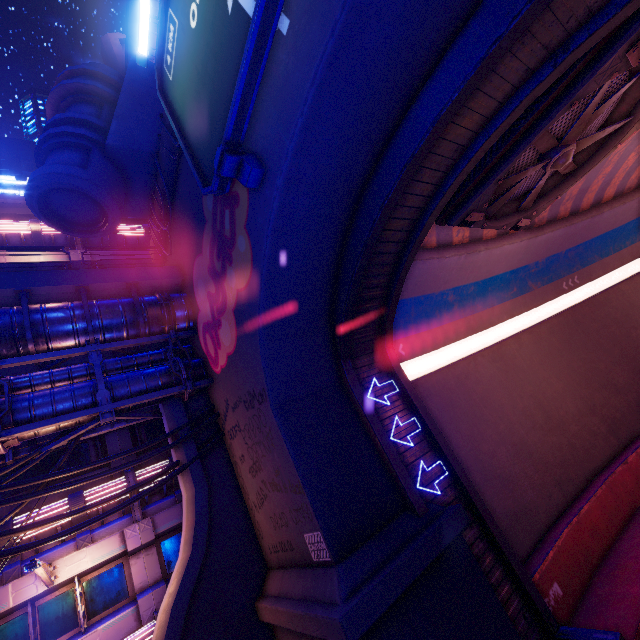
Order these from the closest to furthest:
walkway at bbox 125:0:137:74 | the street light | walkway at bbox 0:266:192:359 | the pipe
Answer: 1. the street light
2. the pipe
3. walkway at bbox 0:266:192:359
4. walkway at bbox 125:0:137:74

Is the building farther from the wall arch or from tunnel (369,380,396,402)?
tunnel (369,380,396,402)

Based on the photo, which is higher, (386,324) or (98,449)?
(98,449)

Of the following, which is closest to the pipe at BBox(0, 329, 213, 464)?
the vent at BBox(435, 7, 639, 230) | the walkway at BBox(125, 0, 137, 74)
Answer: the vent at BBox(435, 7, 639, 230)

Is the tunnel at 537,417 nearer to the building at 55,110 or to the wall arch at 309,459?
the wall arch at 309,459

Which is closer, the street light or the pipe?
the street light

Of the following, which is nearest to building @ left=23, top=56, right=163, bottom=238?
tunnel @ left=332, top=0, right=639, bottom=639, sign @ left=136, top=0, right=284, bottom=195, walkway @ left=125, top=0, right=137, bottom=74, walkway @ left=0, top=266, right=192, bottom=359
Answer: walkway @ left=0, top=266, right=192, bottom=359

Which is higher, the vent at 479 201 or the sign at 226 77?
the sign at 226 77
